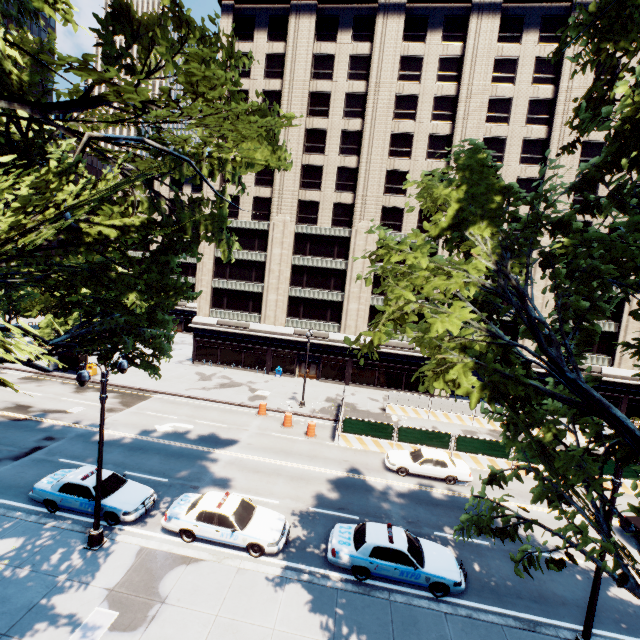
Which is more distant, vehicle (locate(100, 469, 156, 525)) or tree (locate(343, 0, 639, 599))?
vehicle (locate(100, 469, 156, 525))

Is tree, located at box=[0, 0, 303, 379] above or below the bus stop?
above

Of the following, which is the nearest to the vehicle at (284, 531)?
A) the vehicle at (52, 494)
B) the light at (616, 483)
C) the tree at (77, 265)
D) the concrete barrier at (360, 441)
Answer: the vehicle at (52, 494)

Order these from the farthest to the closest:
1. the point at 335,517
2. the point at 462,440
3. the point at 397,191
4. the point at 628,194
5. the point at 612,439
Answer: the point at 397,191 < the point at 462,440 < the point at 335,517 < the point at 612,439 < the point at 628,194

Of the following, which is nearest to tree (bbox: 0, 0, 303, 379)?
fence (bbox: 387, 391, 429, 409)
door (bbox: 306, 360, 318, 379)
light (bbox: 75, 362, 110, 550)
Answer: light (bbox: 75, 362, 110, 550)

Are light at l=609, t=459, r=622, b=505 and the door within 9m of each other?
no

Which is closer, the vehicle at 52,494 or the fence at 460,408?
the vehicle at 52,494

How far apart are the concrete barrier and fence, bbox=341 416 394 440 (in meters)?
0.00
